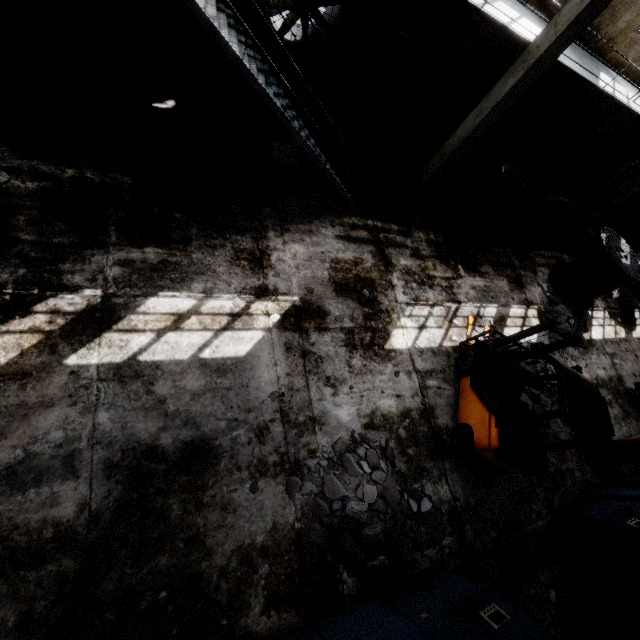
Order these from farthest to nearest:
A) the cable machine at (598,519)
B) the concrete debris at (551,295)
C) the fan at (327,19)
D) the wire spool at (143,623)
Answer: the concrete debris at (551,295), the fan at (327,19), the cable machine at (598,519), the wire spool at (143,623)

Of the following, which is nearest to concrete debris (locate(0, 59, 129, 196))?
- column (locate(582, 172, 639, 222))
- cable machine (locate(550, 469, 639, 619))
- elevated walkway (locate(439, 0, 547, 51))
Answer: elevated walkway (locate(439, 0, 547, 51))

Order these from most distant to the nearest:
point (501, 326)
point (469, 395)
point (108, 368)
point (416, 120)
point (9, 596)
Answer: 1. point (416, 120)
2. point (501, 326)
3. point (469, 395)
4. point (108, 368)
5. point (9, 596)

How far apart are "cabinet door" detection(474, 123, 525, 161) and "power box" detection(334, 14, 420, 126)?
4.9 meters

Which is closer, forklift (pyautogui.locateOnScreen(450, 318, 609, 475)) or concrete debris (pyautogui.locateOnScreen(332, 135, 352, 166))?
forklift (pyautogui.locateOnScreen(450, 318, 609, 475))

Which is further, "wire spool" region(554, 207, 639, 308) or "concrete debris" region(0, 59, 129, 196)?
"wire spool" region(554, 207, 639, 308)

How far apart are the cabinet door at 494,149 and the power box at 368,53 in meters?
4.9

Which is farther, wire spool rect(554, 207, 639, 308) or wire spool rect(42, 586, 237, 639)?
wire spool rect(554, 207, 639, 308)
